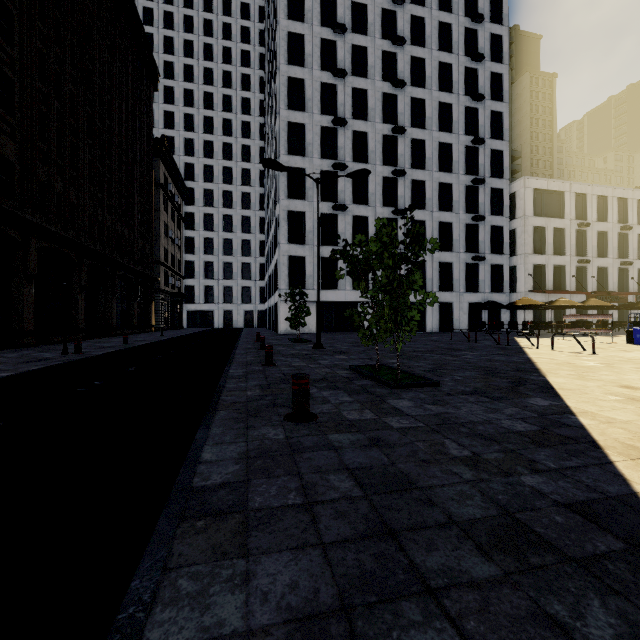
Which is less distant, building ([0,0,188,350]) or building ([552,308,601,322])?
building ([0,0,188,350])

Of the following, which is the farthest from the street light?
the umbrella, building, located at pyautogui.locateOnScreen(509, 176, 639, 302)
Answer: building, located at pyautogui.locateOnScreen(509, 176, 639, 302)

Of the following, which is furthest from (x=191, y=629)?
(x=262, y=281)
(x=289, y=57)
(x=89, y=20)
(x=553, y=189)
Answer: (x=262, y=281)

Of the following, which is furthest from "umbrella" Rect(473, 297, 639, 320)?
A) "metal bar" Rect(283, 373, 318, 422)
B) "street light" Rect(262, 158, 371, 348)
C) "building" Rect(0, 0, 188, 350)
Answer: "building" Rect(0, 0, 188, 350)

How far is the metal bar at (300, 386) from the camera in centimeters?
401cm

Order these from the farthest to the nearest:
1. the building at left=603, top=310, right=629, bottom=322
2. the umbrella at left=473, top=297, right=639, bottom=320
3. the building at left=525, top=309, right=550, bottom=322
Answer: the building at left=603, top=310, right=629, bottom=322
the building at left=525, top=309, right=550, bottom=322
the umbrella at left=473, top=297, right=639, bottom=320

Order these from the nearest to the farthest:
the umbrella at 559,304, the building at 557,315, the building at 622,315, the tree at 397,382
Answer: the tree at 397,382
the umbrella at 559,304
the building at 557,315
the building at 622,315

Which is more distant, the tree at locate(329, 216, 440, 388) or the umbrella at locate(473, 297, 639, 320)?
the umbrella at locate(473, 297, 639, 320)
